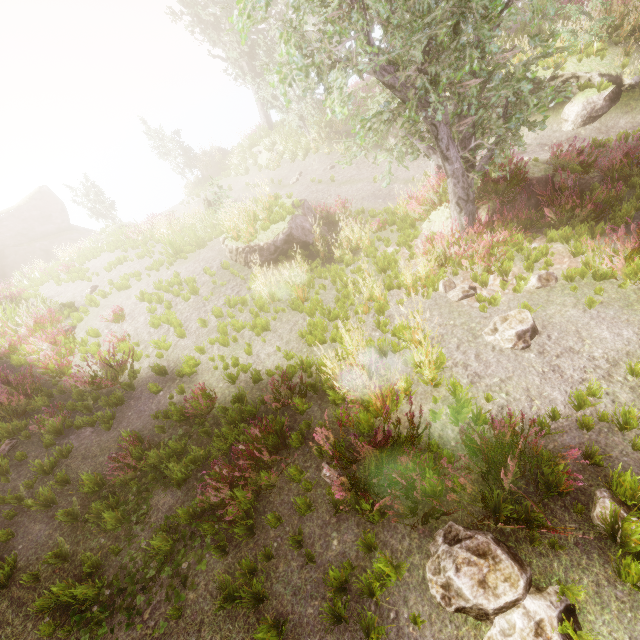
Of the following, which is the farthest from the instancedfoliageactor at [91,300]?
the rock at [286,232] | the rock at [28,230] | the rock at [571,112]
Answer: the rock at [571,112]

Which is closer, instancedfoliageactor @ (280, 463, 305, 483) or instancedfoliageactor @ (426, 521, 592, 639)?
instancedfoliageactor @ (426, 521, 592, 639)

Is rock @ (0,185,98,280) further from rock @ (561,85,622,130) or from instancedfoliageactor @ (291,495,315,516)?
rock @ (561,85,622,130)

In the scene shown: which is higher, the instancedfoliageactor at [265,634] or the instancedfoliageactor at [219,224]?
the instancedfoliageactor at [219,224]

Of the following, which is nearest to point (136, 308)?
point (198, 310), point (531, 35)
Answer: point (198, 310)

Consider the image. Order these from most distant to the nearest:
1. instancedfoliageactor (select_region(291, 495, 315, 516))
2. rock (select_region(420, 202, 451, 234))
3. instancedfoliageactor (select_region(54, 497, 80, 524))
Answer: rock (select_region(420, 202, 451, 234))
instancedfoliageactor (select_region(54, 497, 80, 524))
instancedfoliageactor (select_region(291, 495, 315, 516))

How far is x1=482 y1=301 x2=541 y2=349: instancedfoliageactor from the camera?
5.55m
